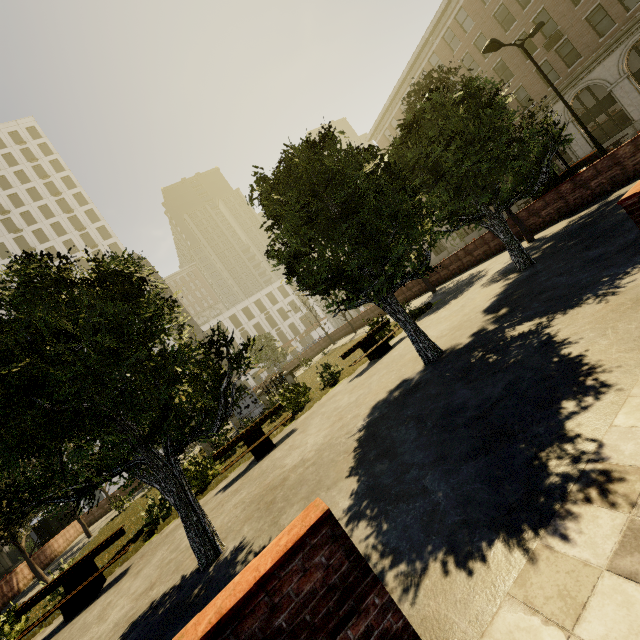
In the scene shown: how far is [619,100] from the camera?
24.6 meters

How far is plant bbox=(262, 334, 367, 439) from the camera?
12.25m

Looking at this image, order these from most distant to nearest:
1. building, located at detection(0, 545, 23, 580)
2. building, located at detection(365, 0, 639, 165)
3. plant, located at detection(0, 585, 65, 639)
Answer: building, located at detection(0, 545, 23, 580)
building, located at detection(365, 0, 639, 165)
plant, located at detection(0, 585, 65, 639)

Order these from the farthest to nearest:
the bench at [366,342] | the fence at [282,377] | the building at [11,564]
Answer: the building at [11,564] < the fence at [282,377] < the bench at [366,342]

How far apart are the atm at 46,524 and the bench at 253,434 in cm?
2501

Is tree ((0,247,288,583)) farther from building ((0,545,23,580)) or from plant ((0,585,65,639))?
building ((0,545,23,580))

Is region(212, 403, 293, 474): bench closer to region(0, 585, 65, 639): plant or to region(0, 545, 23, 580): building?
region(0, 585, 65, 639): plant

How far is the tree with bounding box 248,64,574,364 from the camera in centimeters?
634cm
